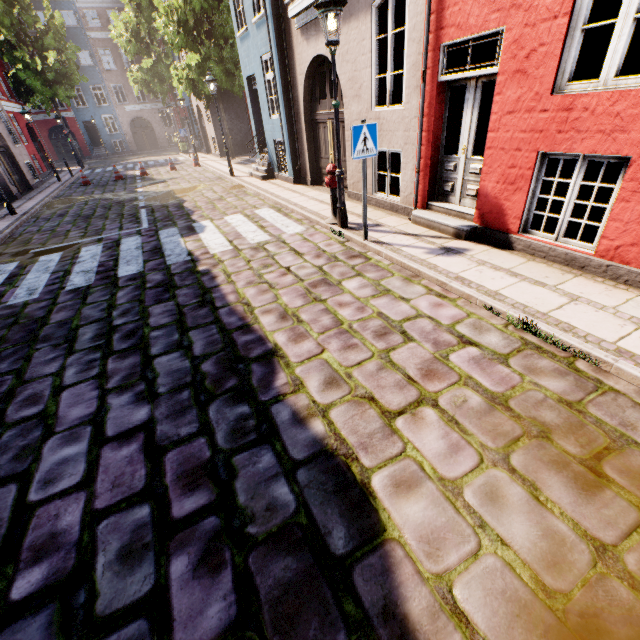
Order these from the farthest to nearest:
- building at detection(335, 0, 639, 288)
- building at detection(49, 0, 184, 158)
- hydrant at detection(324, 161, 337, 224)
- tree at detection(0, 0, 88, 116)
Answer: building at detection(49, 0, 184, 158)
tree at detection(0, 0, 88, 116)
hydrant at detection(324, 161, 337, 224)
building at detection(335, 0, 639, 288)

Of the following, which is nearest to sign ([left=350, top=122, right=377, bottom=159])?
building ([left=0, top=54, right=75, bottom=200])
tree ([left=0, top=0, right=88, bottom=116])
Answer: building ([left=0, top=54, right=75, bottom=200])

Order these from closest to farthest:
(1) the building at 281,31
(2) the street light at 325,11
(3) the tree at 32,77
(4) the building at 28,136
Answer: →
(2) the street light at 325,11
(1) the building at 281,31
(4) the building at 28,136
(3) the tree at 32,77

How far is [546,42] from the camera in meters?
4.0

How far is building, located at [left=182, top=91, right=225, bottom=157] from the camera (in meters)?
21.41

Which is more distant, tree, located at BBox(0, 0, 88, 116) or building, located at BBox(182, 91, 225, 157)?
tree, located at BBox(0, 0, 88, 116)

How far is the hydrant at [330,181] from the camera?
6.7m

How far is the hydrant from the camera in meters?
6.7 m
